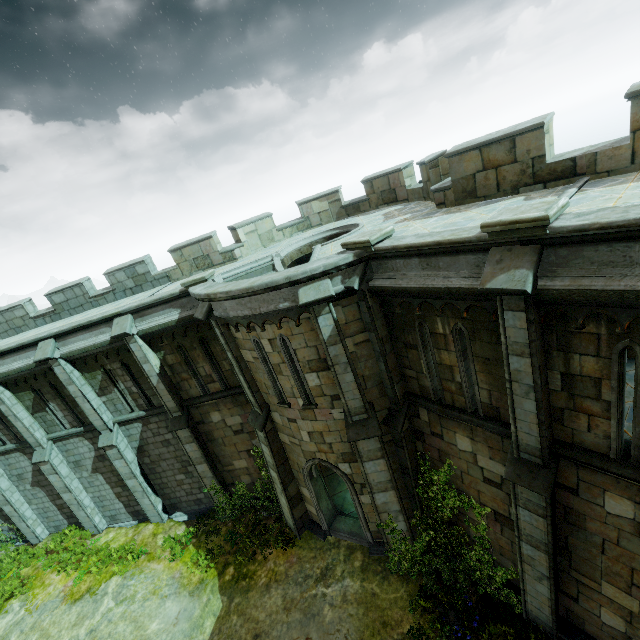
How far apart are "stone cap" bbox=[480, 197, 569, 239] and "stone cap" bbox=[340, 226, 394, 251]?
2.4m

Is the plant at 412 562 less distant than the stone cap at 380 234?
No

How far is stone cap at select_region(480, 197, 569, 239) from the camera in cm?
467

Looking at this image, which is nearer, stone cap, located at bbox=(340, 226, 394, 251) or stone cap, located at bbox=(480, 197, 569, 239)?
stone cap, located at bbox=(480, 197, 569, 239)

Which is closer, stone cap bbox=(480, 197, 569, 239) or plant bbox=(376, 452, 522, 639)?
stone cap bbox=(480, 197, 569, 239)

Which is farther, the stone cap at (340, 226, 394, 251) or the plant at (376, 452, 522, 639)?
the plant at (376, 452, 522, 639)

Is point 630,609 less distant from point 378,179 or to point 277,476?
point 277,476

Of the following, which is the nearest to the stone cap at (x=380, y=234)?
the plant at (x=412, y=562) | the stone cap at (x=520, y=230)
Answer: the stone cap at (x=520, y=230)
